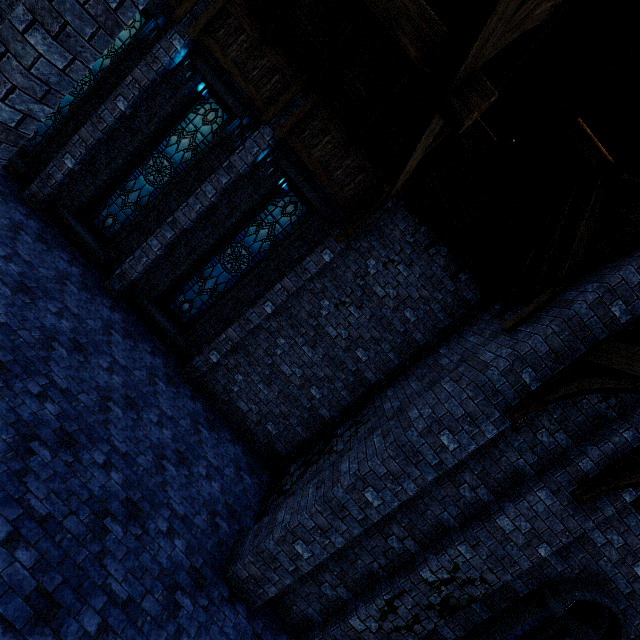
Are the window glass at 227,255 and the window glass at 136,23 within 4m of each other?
no

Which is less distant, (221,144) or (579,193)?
(579,193)

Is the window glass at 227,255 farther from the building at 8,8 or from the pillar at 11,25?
the pillar at 11,25

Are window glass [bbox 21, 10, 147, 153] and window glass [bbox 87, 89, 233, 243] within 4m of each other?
yes

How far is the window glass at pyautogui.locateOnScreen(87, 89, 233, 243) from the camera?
8.1 meters

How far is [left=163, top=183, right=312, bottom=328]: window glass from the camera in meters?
8.2

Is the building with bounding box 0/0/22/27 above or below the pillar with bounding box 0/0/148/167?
below

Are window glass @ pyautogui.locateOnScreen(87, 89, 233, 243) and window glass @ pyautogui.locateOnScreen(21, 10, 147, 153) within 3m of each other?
yes
